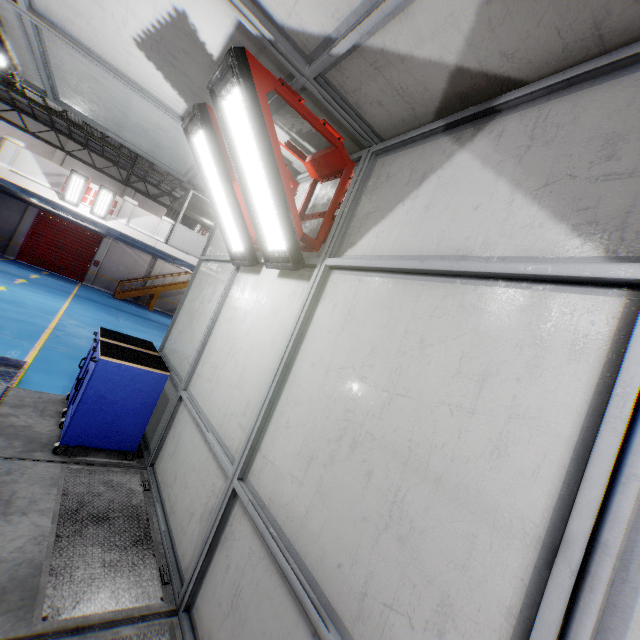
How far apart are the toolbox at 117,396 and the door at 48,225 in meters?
24.2 m

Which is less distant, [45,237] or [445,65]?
[445,65]

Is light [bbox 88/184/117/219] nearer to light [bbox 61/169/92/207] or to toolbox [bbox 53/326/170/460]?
light [bbox 61/169/92/207]

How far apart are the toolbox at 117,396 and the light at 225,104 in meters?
2.0

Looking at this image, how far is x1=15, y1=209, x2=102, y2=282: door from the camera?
22.0 meters

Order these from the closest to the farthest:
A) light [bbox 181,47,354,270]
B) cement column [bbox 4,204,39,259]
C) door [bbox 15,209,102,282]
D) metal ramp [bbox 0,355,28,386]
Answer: light [bbox 181,47,354,270], metal ramp [bbox 0,355,28,386], cement column [bbox 4,204,39,259], door [bbox 15,209,102,282]

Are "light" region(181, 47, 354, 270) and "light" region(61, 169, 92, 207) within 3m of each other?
no

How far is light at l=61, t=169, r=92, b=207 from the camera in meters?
12.6 m
